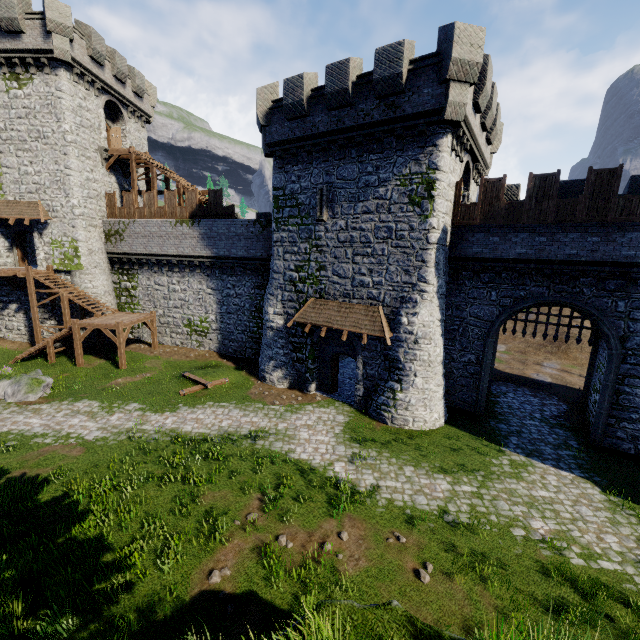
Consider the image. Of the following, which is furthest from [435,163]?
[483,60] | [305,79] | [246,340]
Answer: [246,340]

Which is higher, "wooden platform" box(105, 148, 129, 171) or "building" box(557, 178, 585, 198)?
"wooden platform" box(105, 148, 129, 171)

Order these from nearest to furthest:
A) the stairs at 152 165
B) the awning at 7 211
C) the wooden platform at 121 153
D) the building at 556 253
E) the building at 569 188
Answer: the building at 556 253 < the building at 569 188 < the awning at 7 211 < the stairs at 152 165 < the wooden platform at 121 153

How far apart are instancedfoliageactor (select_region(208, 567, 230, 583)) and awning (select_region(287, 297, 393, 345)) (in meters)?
10.26

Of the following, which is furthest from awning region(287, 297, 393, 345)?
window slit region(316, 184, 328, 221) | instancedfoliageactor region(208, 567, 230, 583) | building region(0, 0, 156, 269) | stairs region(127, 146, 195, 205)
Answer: building region(0, 0, 156, 269)

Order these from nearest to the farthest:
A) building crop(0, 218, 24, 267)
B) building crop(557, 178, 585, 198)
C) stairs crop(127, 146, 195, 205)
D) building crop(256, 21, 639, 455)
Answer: building crop(256, 21, 639, 455)
building crop(557, 178, 585, 198)
building crop(0, 218, 24, 267)
stairs crop(127, 146, 195, 205)

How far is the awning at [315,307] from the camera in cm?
1597

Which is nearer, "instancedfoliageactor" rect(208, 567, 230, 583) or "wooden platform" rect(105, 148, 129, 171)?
"instancedfoliageactor" rect(208, 567, 230, 583)
